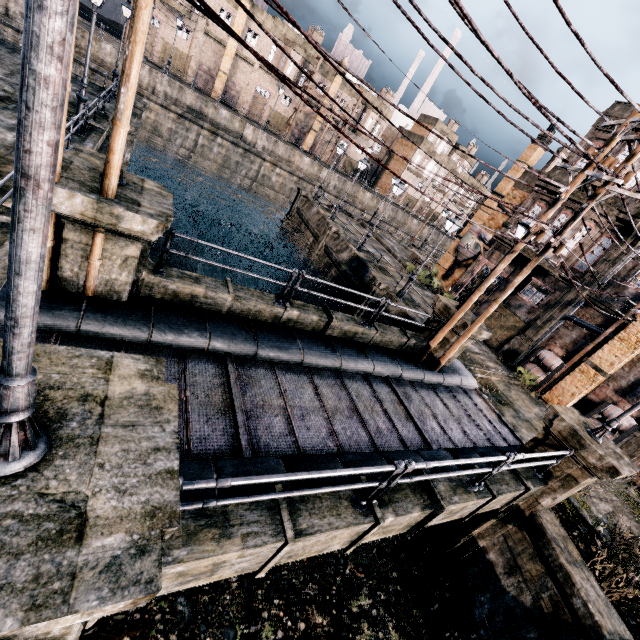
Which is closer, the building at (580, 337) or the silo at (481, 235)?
the building at (580, 337)

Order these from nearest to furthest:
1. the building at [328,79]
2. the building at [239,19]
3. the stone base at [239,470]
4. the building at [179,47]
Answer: the stone base at [239,470], the building at [179,47], the building at [239,19], the building at [328,79]

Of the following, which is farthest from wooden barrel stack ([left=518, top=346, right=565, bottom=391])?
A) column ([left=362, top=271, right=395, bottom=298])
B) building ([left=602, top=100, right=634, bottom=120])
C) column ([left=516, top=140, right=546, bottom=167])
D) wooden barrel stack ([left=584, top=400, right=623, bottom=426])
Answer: column ([left=516, top=140, right=546, bottom=167])

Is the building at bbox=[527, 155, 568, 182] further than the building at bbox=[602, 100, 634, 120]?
Yes

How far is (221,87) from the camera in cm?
4541

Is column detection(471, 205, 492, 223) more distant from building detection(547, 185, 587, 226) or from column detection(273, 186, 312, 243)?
column detection(273, 186, 312, 243)

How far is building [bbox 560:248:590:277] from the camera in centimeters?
1999cm

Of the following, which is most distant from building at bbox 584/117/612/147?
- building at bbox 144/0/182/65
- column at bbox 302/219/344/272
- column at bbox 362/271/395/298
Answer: building at bbox 144/0/182/65
